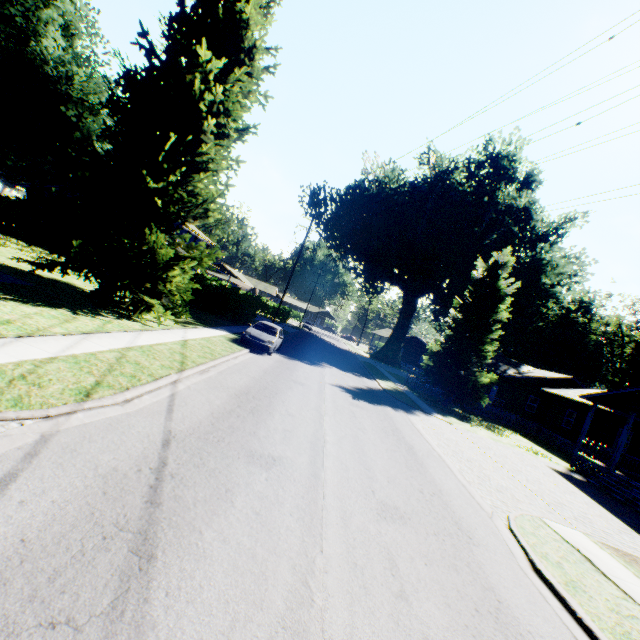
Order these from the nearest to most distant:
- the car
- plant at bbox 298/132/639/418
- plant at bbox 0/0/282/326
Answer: plant at bbox 0/0/282/326, the car, plant at bbox 298/132/639/418

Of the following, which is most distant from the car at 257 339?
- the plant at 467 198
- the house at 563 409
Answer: the house at 563 409

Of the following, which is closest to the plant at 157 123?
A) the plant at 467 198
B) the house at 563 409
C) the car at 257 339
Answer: the car at 257 339

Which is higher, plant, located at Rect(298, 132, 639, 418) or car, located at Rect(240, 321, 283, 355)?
plant, located at Rect(298, 132, 639, 418)

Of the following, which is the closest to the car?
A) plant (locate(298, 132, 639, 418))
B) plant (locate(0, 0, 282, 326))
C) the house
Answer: plant (locate(0, 0, 282, 326))

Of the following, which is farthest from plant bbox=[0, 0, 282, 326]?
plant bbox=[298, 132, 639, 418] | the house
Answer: the house

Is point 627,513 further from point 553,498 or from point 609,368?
point 609,368

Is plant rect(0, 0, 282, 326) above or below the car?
above
